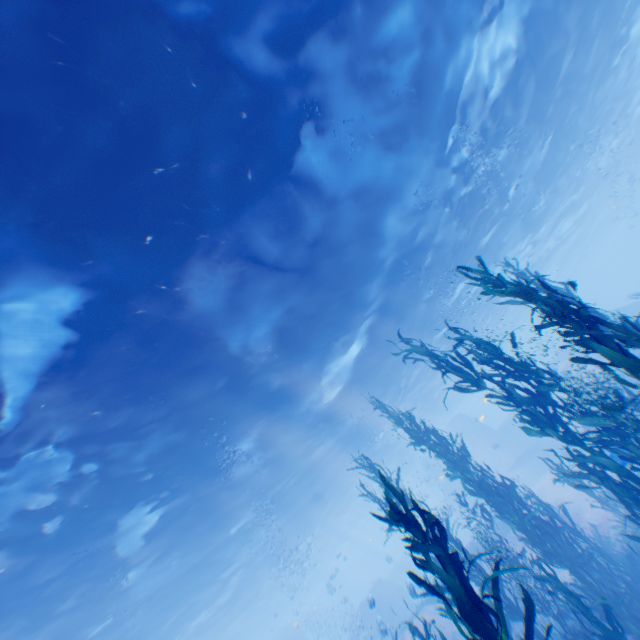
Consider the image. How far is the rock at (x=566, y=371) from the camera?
16.89m

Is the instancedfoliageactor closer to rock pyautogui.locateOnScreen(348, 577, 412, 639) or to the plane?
rock pyautogui.locateOnScreen(348, 577, 412, 639)

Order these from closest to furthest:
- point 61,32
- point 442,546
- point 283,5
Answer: point 442,546 < point 61,32 < point 283,5

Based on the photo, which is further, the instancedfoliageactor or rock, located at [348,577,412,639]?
rock, located at [348,577,412,639]

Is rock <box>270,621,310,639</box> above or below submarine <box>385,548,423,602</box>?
above

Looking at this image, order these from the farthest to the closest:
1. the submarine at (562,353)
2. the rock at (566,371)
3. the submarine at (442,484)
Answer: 1. the submarine at (442,484)
2. the submarine at (562,353)
3. the rock at (566,371)

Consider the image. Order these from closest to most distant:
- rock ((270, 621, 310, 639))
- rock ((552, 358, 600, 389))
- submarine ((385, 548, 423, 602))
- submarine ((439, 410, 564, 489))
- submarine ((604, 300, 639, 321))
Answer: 1. submarine ((385, 548, 423, 602))
2. rock ((552, 358, 600, 389))
3. submarine ((604, 300, 639, 321))
4. submarine ((439, 410, 564, 489))
5. rock ((270, 621, 310, 639))
